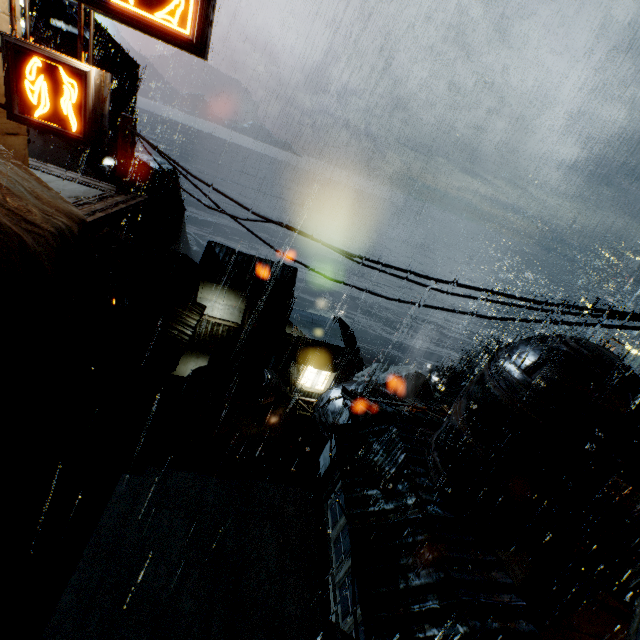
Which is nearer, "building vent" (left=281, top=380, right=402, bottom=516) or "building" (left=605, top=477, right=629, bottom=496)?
"building" (left=605, top=477, right=629, bottom=496)

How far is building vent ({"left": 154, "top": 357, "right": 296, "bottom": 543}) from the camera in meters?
14.5

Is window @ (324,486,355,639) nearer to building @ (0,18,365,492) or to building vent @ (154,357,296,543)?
building vent @ (154,357,296,543)

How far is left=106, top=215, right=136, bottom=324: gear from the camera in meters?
33.3

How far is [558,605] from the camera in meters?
9.8

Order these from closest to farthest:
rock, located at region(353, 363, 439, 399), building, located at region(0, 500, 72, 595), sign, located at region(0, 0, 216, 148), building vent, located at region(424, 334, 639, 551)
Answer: sign, located at region(0, 0, 216, 148) → building, located at region(0, 500, 72, 595) → building vent, located at region(424, 334, 639, 551) → rock, located at region(353, 363, 439, 399)

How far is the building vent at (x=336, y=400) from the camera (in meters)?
17.17

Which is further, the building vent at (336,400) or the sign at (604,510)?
the building vent at (336,400)
